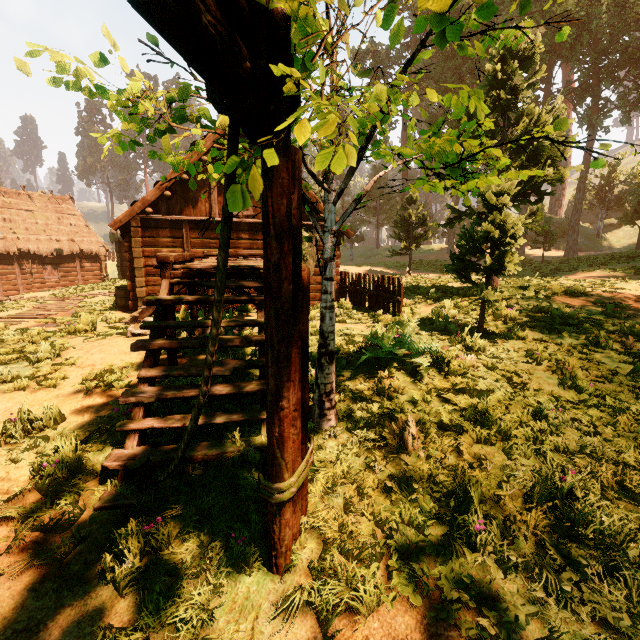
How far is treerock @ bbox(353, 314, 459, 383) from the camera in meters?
4.9

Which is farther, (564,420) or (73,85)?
(564,420)

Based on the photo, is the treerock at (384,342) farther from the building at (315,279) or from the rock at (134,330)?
the rock at (134,330)

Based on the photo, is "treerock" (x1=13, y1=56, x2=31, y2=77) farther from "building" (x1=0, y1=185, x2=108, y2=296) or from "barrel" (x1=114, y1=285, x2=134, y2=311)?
"barrel" (x1=114, y1=285, x2=134, y2=311)

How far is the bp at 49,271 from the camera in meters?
24.5 m

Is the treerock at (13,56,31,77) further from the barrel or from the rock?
the barrel

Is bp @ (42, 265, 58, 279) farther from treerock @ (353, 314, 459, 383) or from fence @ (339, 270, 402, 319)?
fence @ (339, 270, 402, 319)
